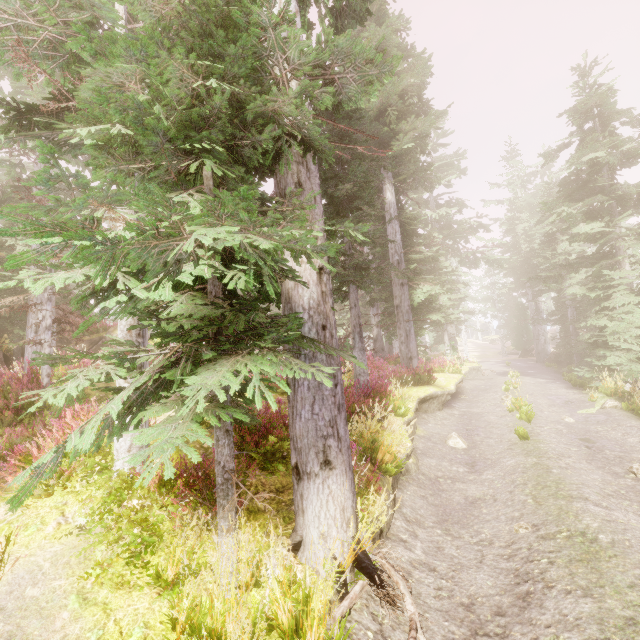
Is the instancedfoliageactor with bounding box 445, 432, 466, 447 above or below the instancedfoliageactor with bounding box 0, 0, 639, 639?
below

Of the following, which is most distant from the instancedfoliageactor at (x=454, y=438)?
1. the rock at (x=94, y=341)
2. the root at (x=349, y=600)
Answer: the root at (x=349, y=600)

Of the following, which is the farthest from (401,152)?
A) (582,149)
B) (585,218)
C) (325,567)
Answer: (325,567)

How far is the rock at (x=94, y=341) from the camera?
14.40m

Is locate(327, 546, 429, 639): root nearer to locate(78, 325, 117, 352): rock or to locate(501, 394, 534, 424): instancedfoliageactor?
locate(501, 394, 534, 424): instancedfoliageactor

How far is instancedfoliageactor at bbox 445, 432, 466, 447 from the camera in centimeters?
984cm
